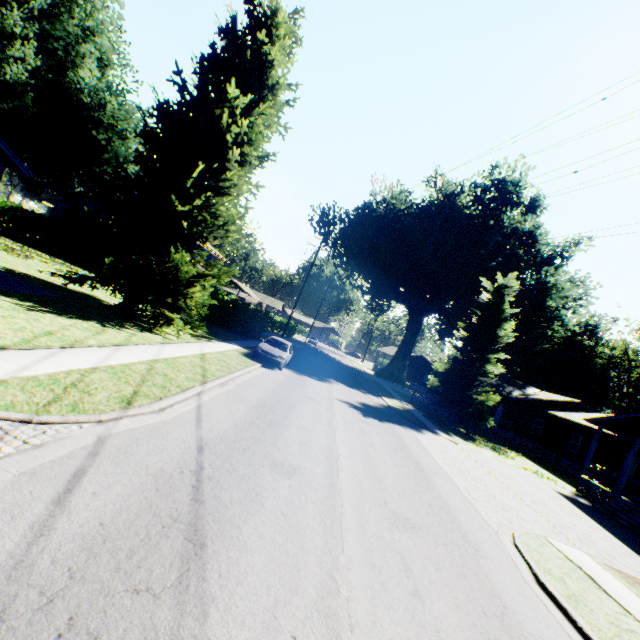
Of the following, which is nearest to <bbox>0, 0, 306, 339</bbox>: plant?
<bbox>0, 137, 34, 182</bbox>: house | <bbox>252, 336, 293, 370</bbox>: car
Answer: <bbox>0, 137, 34, 182</bbox>: house

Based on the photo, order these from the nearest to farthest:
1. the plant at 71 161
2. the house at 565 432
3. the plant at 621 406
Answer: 1. the plant at 71 161
2. the house at 565 432
3. the plant at 621 406

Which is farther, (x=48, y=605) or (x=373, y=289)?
(x=373, y=289)

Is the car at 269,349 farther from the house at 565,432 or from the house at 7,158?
the house at 565,432

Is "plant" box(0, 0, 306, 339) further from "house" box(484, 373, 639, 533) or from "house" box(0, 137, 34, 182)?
"house" box(484, 373, 639, 533)

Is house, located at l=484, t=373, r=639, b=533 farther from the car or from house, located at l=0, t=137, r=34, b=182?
house, located at l=0, t=137, r=34, b=182

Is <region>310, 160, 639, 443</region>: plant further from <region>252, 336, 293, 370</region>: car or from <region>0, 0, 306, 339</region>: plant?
<region>0, 0, 306, 339</region>: plant

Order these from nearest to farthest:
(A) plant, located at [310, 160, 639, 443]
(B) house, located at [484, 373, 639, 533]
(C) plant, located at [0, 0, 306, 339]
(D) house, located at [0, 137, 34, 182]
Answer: (D) house, located at [0, 137, 34, 182]
(C) plant, located at [0, 0, 306, 339]
(B) house, located at [484, 373, 639, 533]
(A) plant, located at [310, 160, 639, 443]
